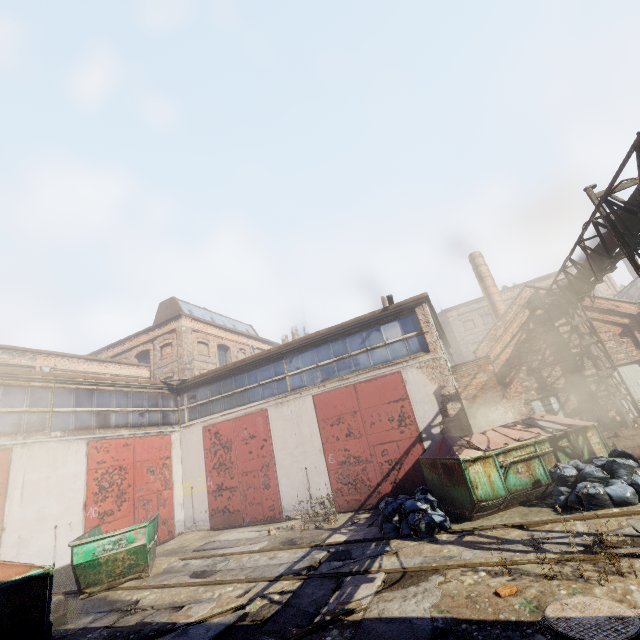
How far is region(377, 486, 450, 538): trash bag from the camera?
7.14m

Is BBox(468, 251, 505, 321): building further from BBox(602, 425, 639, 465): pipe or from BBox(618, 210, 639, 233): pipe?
BBox(602, 425, 639, 465): pipe

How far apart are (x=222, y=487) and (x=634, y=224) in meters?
16.6

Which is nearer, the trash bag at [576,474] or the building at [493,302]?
the trash bag at [576,474]

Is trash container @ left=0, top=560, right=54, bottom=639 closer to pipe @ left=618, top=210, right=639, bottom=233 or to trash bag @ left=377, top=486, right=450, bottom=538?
trash bag @ left=377, top=486, right=450, bottom=538

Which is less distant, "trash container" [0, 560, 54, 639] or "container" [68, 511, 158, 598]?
"trash container" [0, 560, 54, 639]

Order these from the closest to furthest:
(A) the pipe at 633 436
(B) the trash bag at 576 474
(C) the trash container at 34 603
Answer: (C) the trash container at 34 603 < (B) the trash bag at 576 474 < (A) the pipe at 633 436

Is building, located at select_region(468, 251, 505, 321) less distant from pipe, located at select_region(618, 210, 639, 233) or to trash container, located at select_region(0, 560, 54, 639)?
pipe, located at select_region(618, 210, 639, 233)
